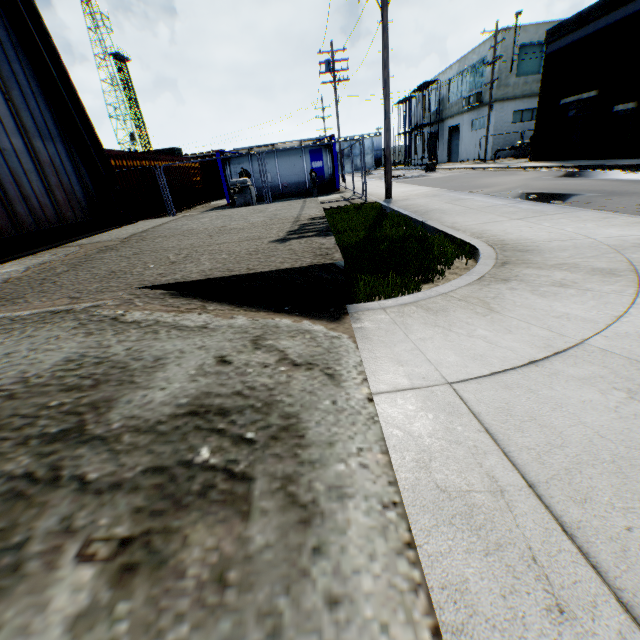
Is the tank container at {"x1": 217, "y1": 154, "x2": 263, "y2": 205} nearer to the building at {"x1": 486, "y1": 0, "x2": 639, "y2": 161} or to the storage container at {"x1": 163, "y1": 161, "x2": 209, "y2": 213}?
the storage container at {"x1": 163, "y1": 161, "x2": 209, "y2": 213}

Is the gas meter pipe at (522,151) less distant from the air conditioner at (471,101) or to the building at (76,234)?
the air conditioner at (471,101)

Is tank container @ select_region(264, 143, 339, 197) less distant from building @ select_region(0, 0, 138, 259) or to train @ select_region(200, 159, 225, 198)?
train @ select_region(200, 159, 225, 198)

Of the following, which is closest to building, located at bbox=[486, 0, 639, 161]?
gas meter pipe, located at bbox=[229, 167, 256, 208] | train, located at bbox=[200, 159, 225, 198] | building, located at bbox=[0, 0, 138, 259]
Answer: gas meter pipe, located at bbox=[229, 167, 256, 208]

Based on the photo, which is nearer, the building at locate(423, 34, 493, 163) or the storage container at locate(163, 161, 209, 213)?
the storage container at locate(163, 161, 209, 213)

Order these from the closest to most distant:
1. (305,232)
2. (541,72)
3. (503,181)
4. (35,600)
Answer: (35,600) < (305,232) < (503,181) < (541,72)

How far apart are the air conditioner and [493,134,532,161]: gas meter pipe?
5.8m

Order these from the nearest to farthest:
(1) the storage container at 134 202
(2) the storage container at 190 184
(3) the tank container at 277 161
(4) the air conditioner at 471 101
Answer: (1) the storage container at 134 202 → (2) the storage container at 190 184 → (3) the tank container at 277 161 → (4) the air conditioner at 471 101
